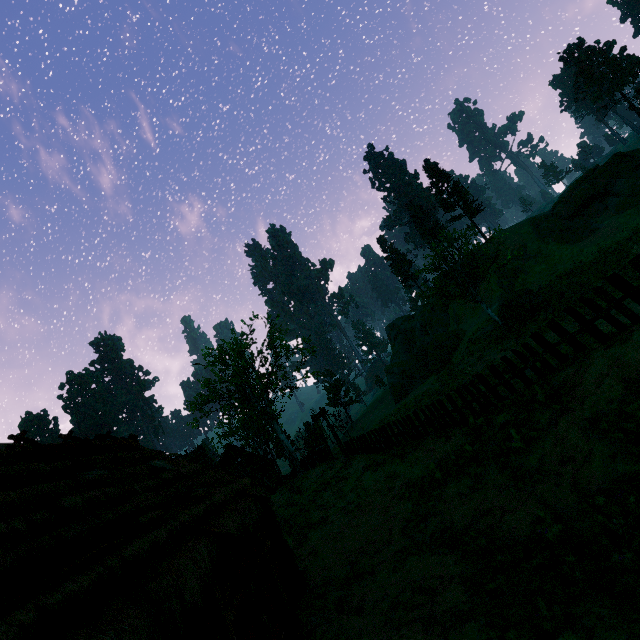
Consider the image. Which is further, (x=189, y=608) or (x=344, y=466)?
(x=344, y=466)

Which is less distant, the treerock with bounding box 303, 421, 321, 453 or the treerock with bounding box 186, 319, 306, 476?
the treerock with bounding box 186, 319, 306, 476

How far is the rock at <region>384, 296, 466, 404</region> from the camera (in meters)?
39.72

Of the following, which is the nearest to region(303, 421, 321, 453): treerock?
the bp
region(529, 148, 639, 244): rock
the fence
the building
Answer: the building

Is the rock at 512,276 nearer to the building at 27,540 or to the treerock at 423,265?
the treerock at 423,265

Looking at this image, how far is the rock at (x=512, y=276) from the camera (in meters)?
37.34

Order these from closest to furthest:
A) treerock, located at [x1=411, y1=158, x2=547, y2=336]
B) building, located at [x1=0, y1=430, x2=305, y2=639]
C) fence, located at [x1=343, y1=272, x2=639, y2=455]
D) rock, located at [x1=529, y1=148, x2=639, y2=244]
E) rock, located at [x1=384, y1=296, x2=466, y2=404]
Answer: building, located at [x1=0, y1=430, x2=305, y2=639] → fence, located at [x1=343, y1=272, x2=639, y2=455] → treerock, located at [x1=411, y1=158, x2=547, y2=336] → rock, located at [x1=529, y1=148, x2=639, y2=244] → rock, located at [x1=384, y1=296, x2=466, y2=404]

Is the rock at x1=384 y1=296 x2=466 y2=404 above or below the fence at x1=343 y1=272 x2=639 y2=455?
above
